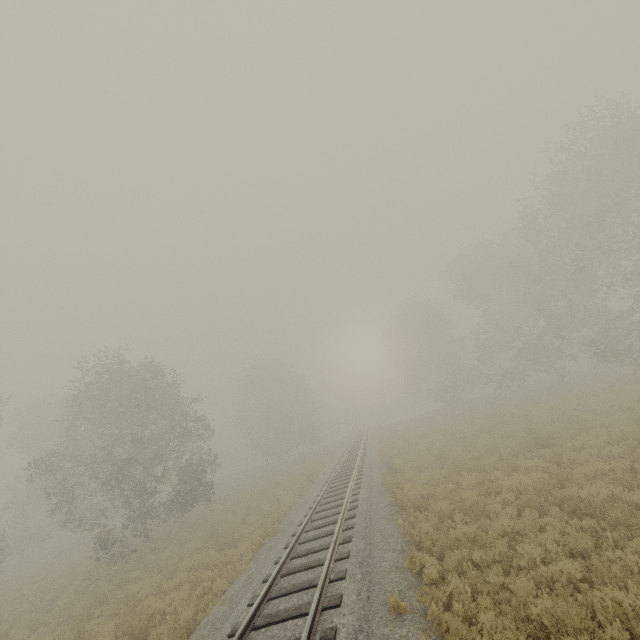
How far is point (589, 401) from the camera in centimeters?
2073cm
